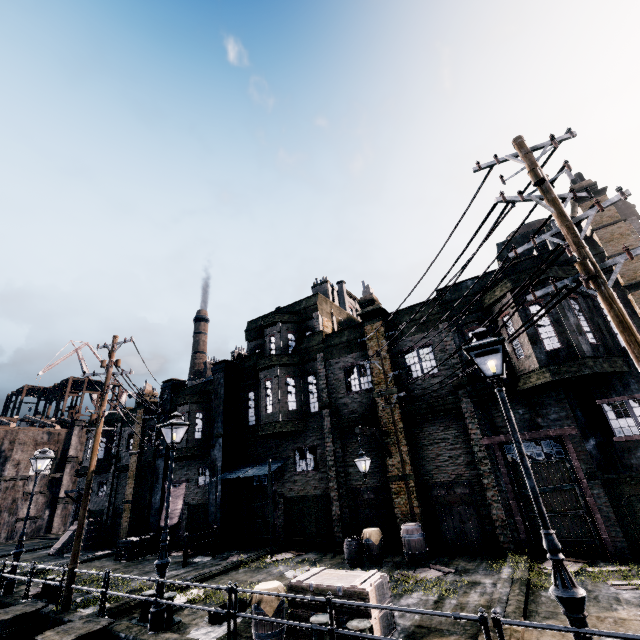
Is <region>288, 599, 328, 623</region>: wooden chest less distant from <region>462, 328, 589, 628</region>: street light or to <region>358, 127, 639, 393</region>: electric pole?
<region>462, 328, 589, 628</region>: street light

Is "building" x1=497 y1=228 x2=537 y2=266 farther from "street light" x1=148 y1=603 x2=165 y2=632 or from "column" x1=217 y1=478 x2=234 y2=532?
"street light" x1=148 y1=603 x2=165 y2=632

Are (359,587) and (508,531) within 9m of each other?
yes

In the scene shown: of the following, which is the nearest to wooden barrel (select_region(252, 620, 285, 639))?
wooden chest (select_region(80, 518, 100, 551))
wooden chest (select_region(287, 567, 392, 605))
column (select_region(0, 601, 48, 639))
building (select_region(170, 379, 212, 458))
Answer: wooden chest (select_region(287, 567, 392, 605))

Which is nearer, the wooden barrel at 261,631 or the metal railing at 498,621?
the metal railing at 498,621

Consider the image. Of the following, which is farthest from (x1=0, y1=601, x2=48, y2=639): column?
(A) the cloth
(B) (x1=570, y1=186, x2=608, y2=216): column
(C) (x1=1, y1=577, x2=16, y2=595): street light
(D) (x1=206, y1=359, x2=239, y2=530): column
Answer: (B) (x1=570, y1=186, x2=608, y2=216): column

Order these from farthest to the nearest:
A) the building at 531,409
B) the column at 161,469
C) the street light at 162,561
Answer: the column at 161,469 → the building at 531,409 → the street light at 162,561

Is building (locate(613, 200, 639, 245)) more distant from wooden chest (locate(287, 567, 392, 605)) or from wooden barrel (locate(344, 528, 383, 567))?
wooden chest (locate(287, 567, 392, 605))
